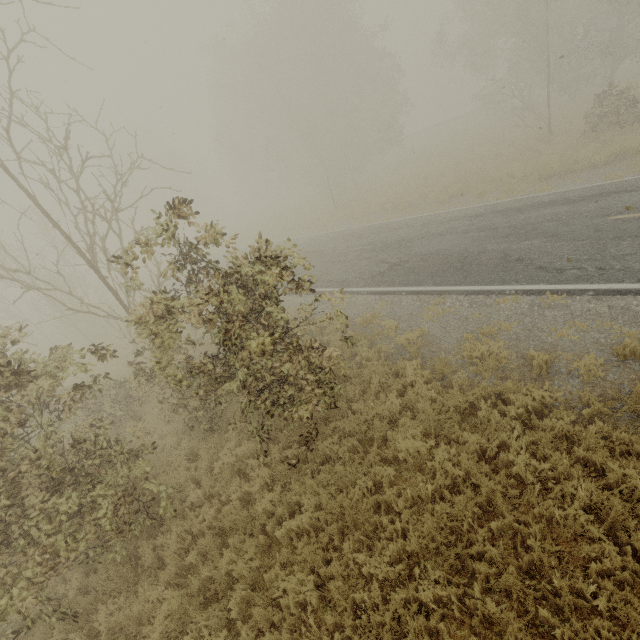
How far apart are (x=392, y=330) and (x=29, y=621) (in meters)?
9.08

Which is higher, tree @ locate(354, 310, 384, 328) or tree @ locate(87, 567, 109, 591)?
tree @ locate(354, 310, 384, 328)

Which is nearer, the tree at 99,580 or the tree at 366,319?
the tree at 99,580

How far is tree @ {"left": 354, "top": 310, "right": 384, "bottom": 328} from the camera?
10.3m

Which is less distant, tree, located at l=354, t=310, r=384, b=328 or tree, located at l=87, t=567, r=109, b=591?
tree, located at l=87, t=567, r=109, b=591

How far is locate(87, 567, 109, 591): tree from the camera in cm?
616

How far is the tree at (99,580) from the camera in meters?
6.2 m
